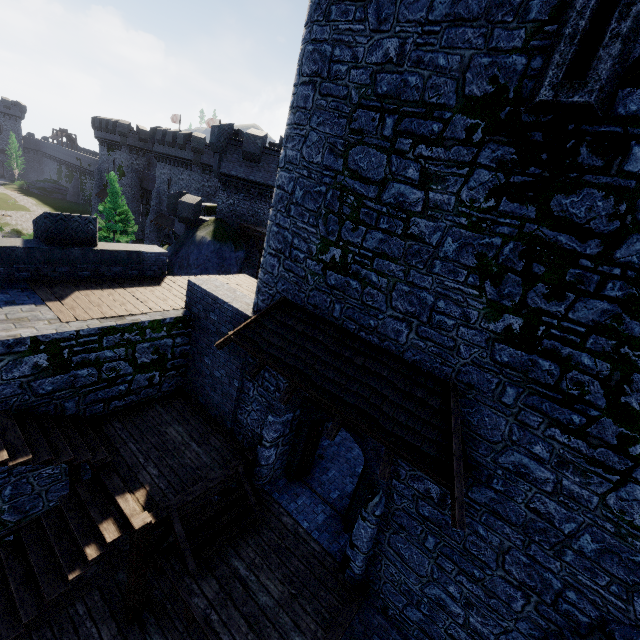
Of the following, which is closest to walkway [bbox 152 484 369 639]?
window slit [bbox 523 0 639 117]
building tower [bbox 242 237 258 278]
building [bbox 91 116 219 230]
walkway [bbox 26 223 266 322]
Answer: walkway [bbox 26 223 266 322]

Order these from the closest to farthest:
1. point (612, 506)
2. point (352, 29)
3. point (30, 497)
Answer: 1. point (612, 506)
2. point (352, 29)
3. point (30, 497)

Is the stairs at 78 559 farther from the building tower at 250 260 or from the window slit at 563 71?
the building tower at 250 260

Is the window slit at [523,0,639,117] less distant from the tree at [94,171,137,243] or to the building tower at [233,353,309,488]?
the building tower at [233,353,309,488]

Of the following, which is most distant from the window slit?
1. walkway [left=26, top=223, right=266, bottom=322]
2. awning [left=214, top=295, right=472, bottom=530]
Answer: walkway [left=26, top=223, right=266, bottom=322]

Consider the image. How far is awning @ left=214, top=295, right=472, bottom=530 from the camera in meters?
5.3

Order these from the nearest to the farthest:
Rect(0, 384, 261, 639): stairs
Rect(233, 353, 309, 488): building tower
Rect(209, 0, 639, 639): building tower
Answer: Rect(209, 0, 639, 639): building tower < Rect(0, 384, 261, 639): stairs < Rect(233, 353, 309, 488): building tower

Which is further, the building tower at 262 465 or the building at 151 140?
the building at 151 140
